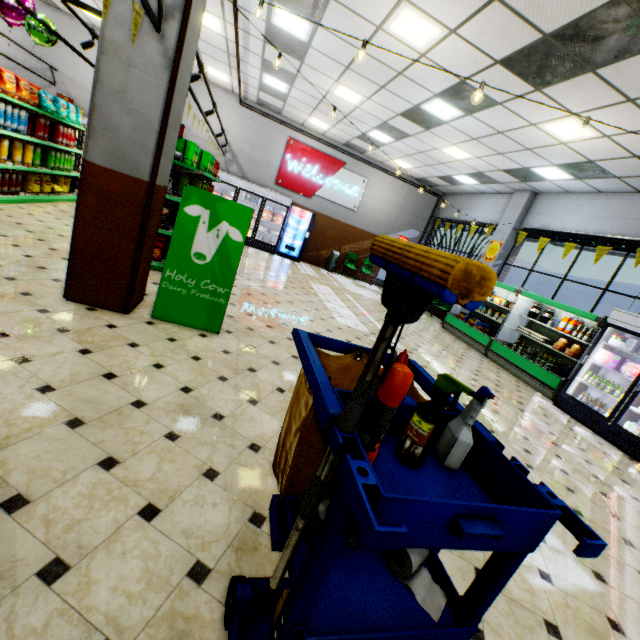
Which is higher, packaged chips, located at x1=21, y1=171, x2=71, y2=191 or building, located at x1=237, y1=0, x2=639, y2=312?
building, located at x1=237, y1=0, x2=639, y2=312

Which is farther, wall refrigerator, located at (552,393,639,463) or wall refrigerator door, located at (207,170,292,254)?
wall refrigerator door, located at (207,170,292,254)

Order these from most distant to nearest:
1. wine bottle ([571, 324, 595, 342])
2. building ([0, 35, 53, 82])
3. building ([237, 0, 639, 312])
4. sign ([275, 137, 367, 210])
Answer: sign ([275, 137, 367, 210]) < building ([0, 35, 53, 82]) < wine bottle ([571, 324, 595, 342]) < building ([237, 0, 639, 312])

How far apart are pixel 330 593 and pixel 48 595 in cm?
121

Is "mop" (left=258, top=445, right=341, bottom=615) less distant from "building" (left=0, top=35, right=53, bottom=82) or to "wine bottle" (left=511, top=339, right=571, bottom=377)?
"building" (left=0, top=35, right=53, bottom=82)

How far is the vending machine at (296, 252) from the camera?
12.8m

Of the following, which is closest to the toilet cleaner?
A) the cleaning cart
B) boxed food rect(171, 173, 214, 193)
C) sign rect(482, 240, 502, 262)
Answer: the cleaning cart

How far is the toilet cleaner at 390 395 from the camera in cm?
101
